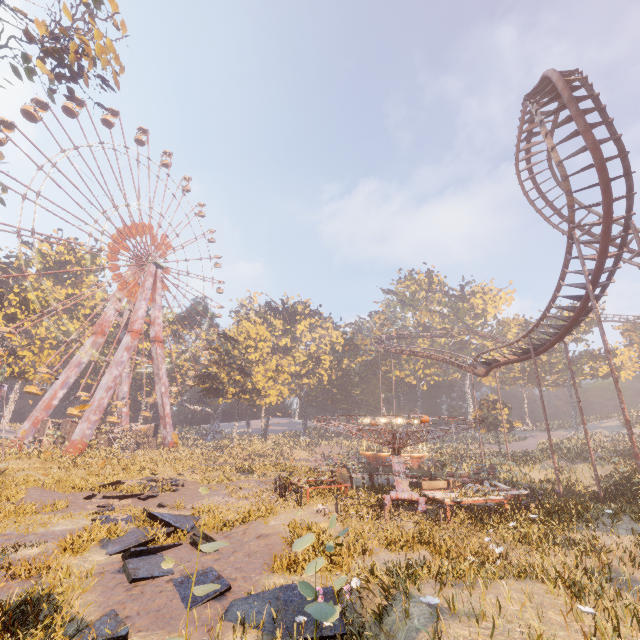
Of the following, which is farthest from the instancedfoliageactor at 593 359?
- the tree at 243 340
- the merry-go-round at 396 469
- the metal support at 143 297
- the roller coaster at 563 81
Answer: the metal support at 143 297

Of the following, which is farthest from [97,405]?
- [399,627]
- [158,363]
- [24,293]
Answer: [399,627]

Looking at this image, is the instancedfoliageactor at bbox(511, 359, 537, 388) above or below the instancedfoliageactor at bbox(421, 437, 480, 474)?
above

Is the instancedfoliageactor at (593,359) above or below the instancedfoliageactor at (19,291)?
below

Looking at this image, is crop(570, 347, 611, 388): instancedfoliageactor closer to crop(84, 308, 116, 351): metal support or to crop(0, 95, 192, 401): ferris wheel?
crop(0, 95, 192, 401): ferris wheel

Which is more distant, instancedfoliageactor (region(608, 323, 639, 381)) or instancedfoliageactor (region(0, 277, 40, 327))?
instancedfoliageactor (region(608, 323, 639, 381))

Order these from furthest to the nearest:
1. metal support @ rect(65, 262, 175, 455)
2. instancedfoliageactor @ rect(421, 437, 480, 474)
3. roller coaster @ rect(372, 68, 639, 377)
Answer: metal support @ rect(65, 262, 175, 455), instancedfoliageactor @ rect(421, 437, 480, 474), roller coaster @ rect(372, 68, 639, 377)

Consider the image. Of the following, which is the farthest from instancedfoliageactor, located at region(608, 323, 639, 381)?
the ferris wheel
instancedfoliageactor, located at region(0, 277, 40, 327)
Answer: instancedfoliageactor, located at region(0, 277, 40, 327)
